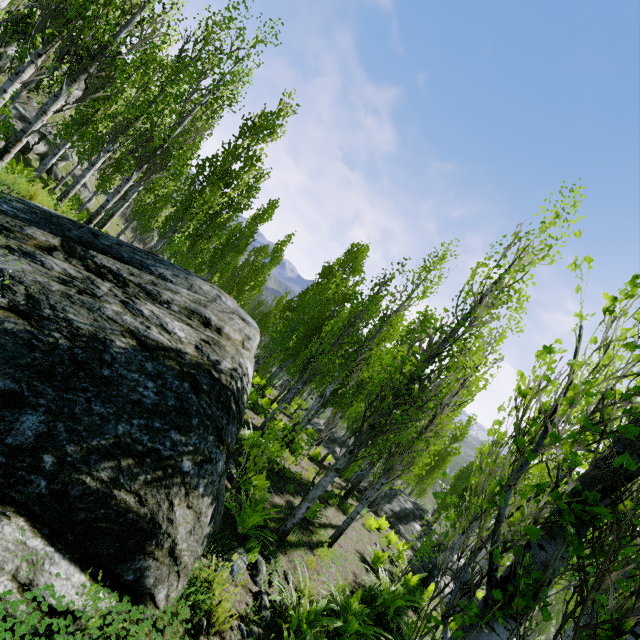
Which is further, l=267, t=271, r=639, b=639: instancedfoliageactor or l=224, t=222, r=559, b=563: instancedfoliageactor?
l=224, t=222, r=559, b=563: instancedfoliageactor

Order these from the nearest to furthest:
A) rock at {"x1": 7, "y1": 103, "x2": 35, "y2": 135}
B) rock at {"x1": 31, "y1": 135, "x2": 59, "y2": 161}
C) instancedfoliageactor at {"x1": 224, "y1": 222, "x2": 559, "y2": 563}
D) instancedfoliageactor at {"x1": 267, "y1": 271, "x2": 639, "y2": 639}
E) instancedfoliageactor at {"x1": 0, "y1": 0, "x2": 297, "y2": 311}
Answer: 1. instancedfoliageactor at {"x1": 267, "y1": 271, "x2": 639, "y2": 639}
2. instancedfoliageactor at {"x1": 224, "y1": 222, "x2": 559, "y2": 563}
3. instancedfoliageactor at {"x1": 0, "y1": 0, "x2": 297, "y2": 311}
4. rock at {"x1": 7, "y1": 103, "x2": 35, "y2": 135}
5. rock at {"x1": 31, "y1": 135, "x2": 59, "y2": 161}

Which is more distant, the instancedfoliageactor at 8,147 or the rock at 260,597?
the instancedfoliageactor at 8,147

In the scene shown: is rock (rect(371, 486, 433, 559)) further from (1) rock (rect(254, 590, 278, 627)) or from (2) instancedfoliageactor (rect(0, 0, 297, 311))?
(1) rock (rect(254, 590, 278, 627))

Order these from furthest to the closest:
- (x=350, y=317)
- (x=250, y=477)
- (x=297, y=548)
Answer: (x=350, y=317)
(x=297, y=548)
(x=250, y=477)

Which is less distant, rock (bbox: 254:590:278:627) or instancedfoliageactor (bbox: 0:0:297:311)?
rock (bbox: 254:590:278:627)

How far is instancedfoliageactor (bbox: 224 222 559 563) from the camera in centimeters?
624cm

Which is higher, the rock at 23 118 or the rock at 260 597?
the rock at 23 118
